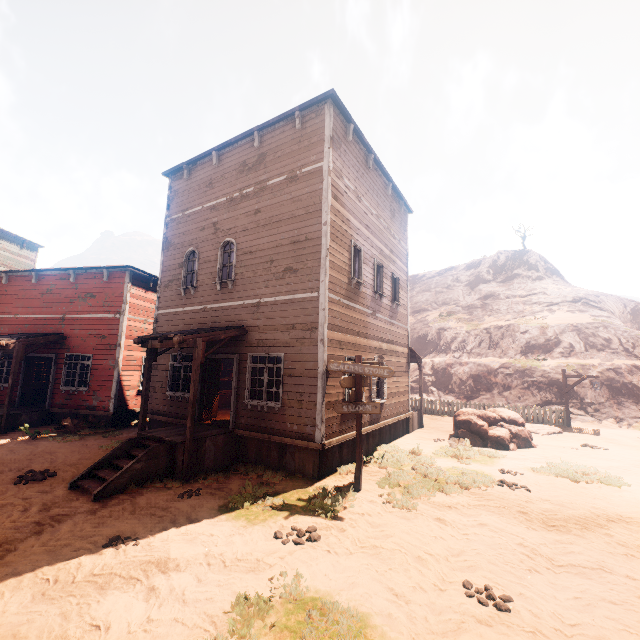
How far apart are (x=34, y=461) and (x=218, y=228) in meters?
9.0

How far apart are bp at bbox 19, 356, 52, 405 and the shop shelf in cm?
759

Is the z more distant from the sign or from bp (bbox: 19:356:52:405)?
bp (bbox: 19:356:52:405)

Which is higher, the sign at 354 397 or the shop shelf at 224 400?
the sign at 354 397

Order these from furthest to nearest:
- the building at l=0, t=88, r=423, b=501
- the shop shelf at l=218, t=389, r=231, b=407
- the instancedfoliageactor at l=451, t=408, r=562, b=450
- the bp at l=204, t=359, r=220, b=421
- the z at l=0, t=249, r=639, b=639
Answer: the shop shelf at l=218, t=389, r=231, b=407
the instancedfoliageactor at l=451, t=408, r=562, b=450
the bp at l=204, t=359, r=220, b=421
the building at l=0, t=88, r=423, b=501
the z at l=0, t=249, r=639, b=639

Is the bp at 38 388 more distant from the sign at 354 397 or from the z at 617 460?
the sign at 354 397

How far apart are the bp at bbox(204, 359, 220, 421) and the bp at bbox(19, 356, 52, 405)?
9.1m

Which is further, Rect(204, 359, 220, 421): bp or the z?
Rect(204, 359, 220, 421): bp
